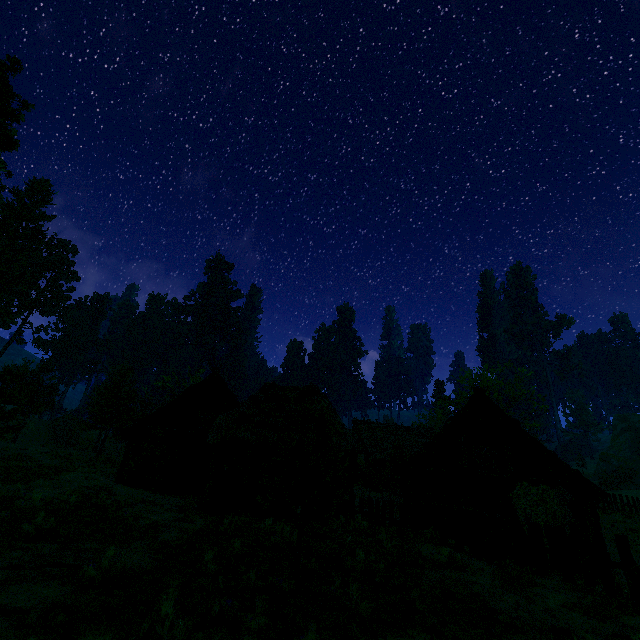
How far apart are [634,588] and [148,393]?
66.04m

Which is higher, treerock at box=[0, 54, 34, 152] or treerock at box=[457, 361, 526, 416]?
treerock at box=[0, 54, 34, 152]

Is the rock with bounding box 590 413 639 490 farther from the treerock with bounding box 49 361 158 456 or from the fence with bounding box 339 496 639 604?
the fence with bounding box 339 496 639 604

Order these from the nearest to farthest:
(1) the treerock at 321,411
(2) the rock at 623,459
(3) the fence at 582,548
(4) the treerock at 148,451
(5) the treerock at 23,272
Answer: (1) the treerock at 321,411 < (3) the fence at 582,548 < (4) the treerock at 148,451 < (5) the treerock at 23,272 < (2) the rock at 623,459

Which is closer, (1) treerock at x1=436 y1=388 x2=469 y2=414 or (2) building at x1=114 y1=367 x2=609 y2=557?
(2) building at x1=114 y1=367 x2=609 y2=557

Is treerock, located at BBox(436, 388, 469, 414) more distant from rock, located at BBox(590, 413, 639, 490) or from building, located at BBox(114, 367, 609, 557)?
rock, located at BBox(590, 413, 639, 490)

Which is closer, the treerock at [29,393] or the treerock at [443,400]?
the treerock at [29,393]

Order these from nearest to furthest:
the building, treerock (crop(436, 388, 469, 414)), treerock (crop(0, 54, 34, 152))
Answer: the building
treerock (crop(0, 54, 34, 152))
treerock (crop(436, 388, 469, 414))
